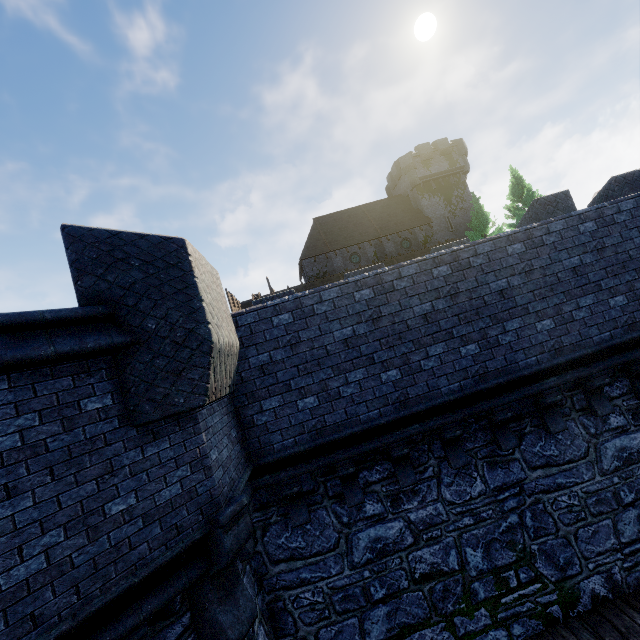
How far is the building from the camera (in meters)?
34.72

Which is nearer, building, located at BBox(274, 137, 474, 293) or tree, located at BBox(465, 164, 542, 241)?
tree, located at BBox(465, 164, 542, 241)

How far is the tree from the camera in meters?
29.2 m

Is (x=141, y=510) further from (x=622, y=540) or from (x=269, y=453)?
(x=622, y=540)

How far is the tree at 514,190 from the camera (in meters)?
29.16

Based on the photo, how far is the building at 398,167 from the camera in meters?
34.7 m
